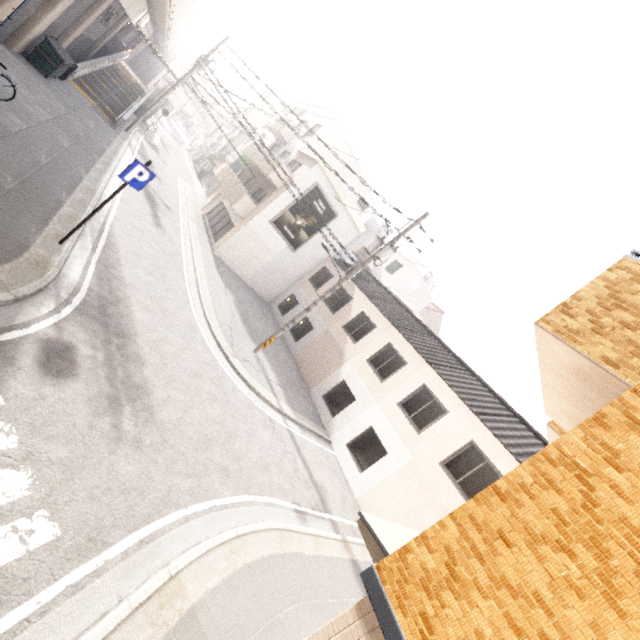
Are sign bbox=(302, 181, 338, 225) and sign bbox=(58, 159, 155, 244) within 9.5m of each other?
no

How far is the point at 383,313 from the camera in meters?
18.0 m

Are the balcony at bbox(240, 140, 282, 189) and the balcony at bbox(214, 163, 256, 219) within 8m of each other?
yes

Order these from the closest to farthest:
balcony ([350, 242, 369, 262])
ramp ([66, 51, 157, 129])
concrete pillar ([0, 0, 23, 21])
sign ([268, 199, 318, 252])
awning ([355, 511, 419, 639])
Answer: awning ([355, 511, 419, 639]) → concrete pillar ([0, 0, 23, 21]) → ramp ([66, 51, 157, 129]) → sign ([268, 199, 318, 252]) → balcony ([350, 242, 369, 262])

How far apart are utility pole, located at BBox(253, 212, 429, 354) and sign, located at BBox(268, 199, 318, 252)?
8.6m

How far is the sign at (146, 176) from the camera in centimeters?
732cm

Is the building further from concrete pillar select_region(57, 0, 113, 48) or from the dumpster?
the dumpster

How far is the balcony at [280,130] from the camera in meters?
24.3 m
